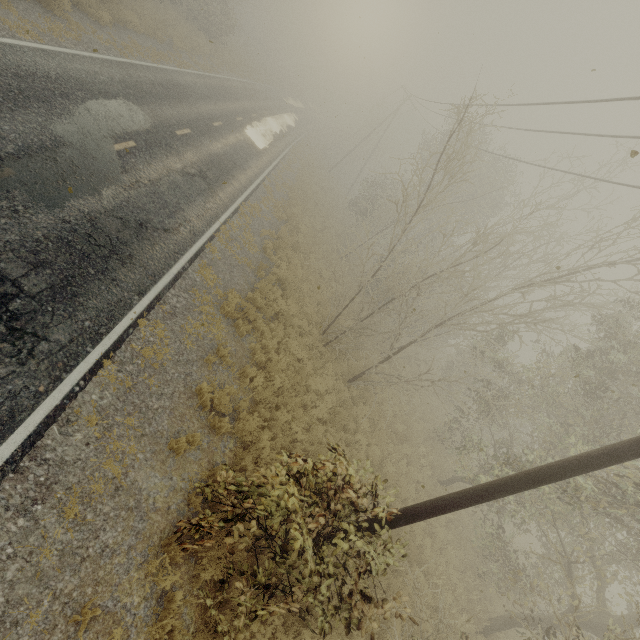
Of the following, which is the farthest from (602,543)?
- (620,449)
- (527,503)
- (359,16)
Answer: (359,16)

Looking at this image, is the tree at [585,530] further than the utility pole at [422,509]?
Yes

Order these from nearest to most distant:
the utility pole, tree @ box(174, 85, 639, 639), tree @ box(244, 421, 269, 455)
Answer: the utility pole
tree @ box(174, 85, 639, 639)
tree @ box(244, 421, 269, 455)

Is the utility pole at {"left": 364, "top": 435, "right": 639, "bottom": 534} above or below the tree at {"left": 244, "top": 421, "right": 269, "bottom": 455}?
above

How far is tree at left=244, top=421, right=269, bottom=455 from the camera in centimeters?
773cm

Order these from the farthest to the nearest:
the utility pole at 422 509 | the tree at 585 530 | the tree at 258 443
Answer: the tree at 258 443 → the tree at 585 530 → the utility pole at 422 509

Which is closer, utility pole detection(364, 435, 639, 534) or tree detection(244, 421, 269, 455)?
utility pole detection(364, 435, 639, 534)
